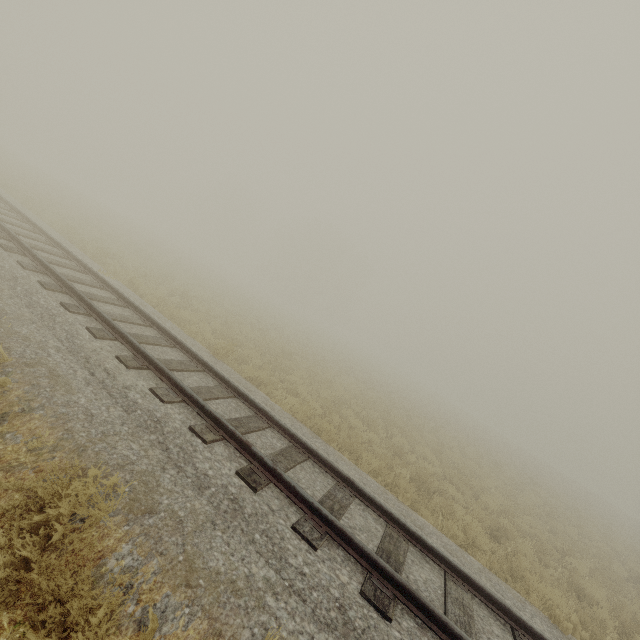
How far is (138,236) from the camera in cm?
3047
